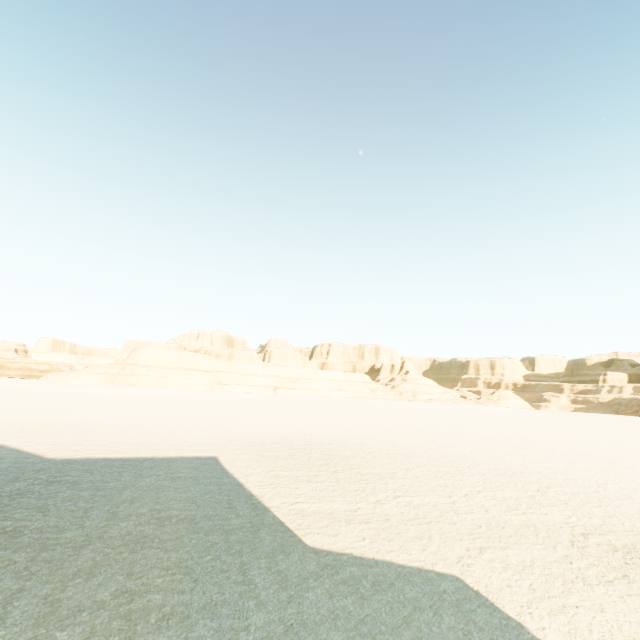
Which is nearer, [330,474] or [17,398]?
[330,474]
